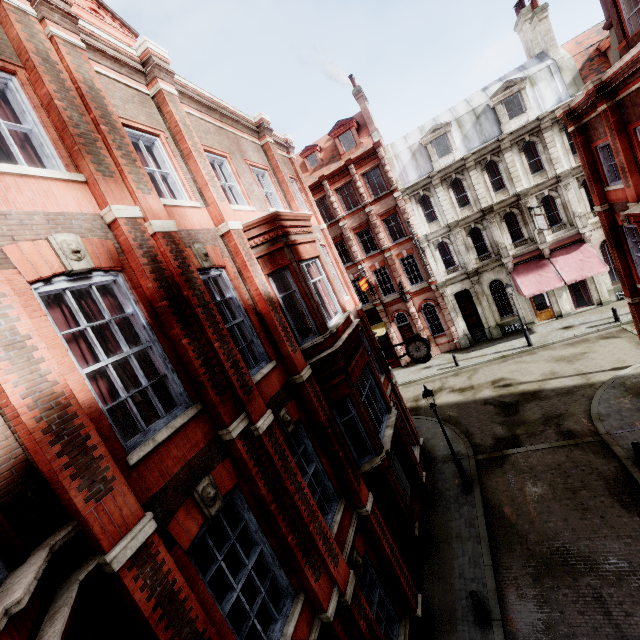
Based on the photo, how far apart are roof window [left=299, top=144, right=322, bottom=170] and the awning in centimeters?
1825cm

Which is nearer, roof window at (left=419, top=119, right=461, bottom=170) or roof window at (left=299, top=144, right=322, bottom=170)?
roof window at (left=419, top=119, right=461, bottom=170)

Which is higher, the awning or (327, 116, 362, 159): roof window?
(327, 116, 362, 159): roof window

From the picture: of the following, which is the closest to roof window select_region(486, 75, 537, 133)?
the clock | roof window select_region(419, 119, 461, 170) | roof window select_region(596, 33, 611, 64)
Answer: roof window select_region(419, 119, 461, 170)

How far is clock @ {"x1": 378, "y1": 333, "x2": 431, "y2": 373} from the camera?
14.4 meters

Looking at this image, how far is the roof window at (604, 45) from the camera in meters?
20.1

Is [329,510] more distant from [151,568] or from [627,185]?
[627,185]

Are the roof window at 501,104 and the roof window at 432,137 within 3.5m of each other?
yes
